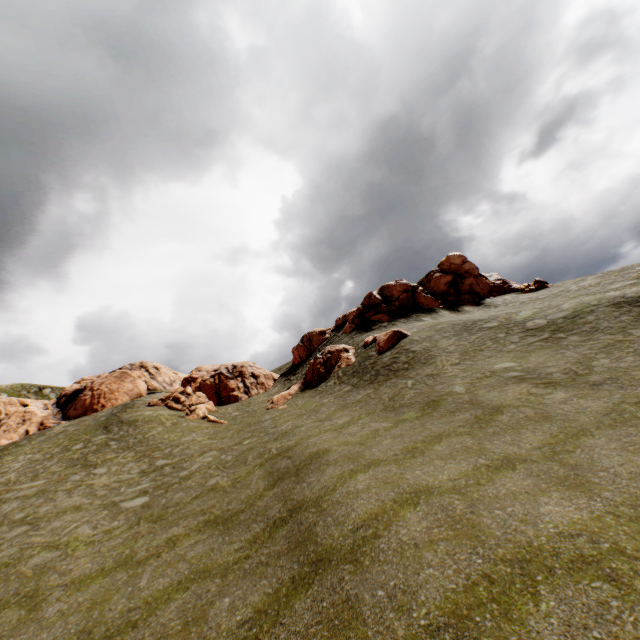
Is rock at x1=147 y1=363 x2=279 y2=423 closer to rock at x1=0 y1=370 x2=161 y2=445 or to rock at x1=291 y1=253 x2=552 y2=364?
rock at x1=291 y1=253 x2=552 y2=364

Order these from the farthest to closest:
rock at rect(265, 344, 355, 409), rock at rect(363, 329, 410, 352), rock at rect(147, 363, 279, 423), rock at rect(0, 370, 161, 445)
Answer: rock at rect(0, 370, 161, 445)
rock at rect(147, 363, 279, 423)
rock at rect(265, 344, 355, 409)
rock at rect(363, 329, 410, 352)

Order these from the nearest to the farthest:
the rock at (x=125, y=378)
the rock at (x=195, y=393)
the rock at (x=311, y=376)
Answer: the rock at (x=311, y=376), the rock at (x=195, y=393), the rock at (x=125, y=378)

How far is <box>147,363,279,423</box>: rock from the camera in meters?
32.9 m

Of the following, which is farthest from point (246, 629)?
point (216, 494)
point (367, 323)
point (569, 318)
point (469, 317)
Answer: point (367, 323)

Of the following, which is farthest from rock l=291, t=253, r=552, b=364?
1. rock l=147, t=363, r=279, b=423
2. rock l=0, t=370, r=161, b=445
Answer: rock l=0, t=370, r=161, b=445

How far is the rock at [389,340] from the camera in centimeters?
2694cm
